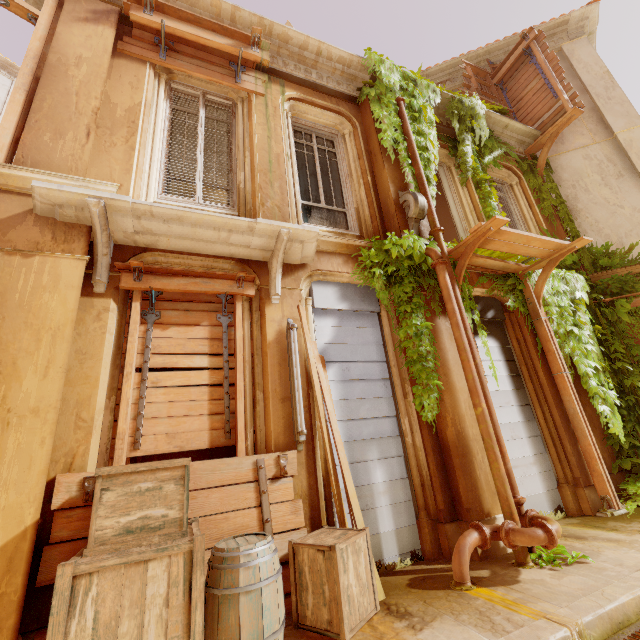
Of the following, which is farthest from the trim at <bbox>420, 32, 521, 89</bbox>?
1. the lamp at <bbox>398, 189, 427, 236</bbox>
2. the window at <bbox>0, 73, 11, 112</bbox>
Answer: the window at <bbox>0, 73, 11, 112</bbox>

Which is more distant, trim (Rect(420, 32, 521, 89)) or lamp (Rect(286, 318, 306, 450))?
trim (Rect(420, 32, 521, 89))

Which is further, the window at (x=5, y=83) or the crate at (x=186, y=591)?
the window at (x=5, y=83)

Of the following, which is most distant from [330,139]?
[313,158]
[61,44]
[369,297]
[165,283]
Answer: [165,283]

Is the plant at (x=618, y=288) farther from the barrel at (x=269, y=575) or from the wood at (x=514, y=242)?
the barrel at (x=269, y=575)

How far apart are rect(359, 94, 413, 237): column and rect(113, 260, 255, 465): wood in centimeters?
266cm

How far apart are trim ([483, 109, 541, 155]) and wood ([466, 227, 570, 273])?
Result: 4.2m

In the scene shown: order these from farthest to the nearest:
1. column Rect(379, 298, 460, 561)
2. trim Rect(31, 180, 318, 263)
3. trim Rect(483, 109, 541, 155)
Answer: trim Rect(483, 109, 541, 155) < column Rect(379, 298, 460, 561) < trim Rect(31, 180, 318, 263)
